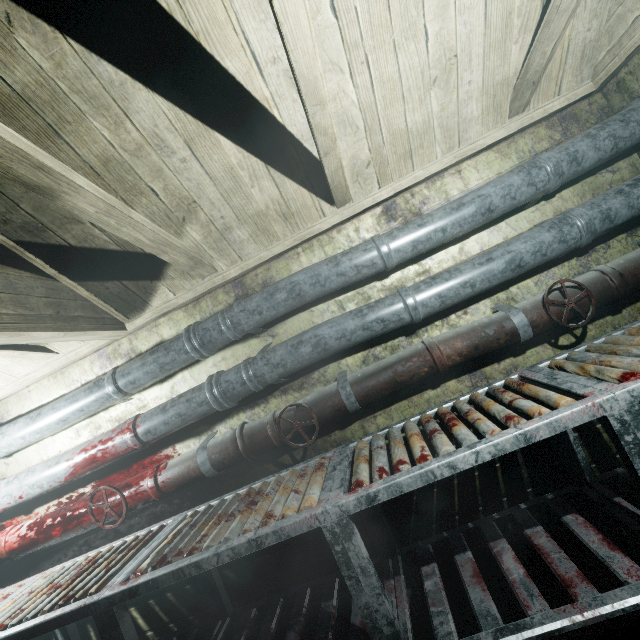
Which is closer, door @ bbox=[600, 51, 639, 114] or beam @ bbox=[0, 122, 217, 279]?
beam @ bbox=[0, 122, 217, 279]

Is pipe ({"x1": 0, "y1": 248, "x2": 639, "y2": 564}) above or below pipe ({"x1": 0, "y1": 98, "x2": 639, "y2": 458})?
below

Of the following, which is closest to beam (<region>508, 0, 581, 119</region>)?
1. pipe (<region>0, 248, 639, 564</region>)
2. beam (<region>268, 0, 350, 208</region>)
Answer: beam (<region>268, 0, 350, 208</region>)

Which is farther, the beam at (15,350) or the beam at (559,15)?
the beam at (15,350)

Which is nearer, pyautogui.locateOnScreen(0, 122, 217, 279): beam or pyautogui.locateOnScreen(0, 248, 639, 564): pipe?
pyautogui.locateOnScreen(0, 122, 217, 279): beam

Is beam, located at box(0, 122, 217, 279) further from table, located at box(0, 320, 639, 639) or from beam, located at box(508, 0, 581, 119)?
table, located at box(0, 320, 639, 639)

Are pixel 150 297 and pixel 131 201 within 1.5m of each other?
yes

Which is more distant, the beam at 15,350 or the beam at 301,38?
the beam at 15,350
